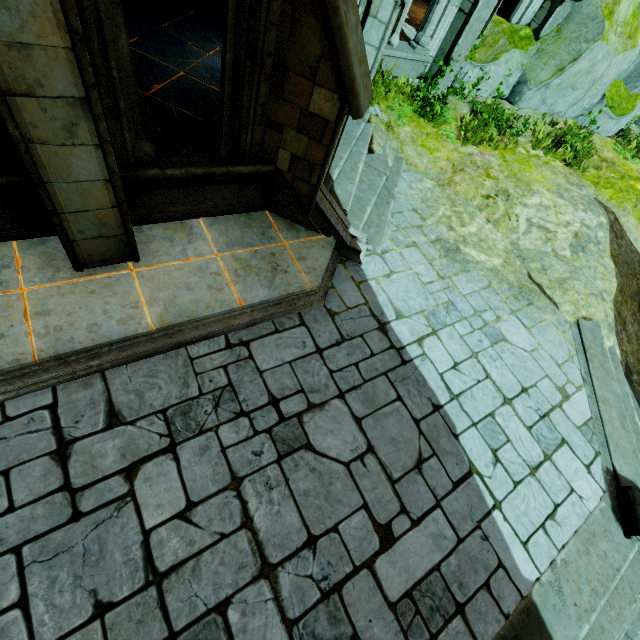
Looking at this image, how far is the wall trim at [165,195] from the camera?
4.1m

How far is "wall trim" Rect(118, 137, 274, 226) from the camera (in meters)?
4.07

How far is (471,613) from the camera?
3.6 meters

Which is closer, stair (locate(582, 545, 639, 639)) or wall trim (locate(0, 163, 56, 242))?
wall trim (locate(0, 163, 56, 242))

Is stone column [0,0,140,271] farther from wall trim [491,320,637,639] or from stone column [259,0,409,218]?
wall trim [491,320,637,639]

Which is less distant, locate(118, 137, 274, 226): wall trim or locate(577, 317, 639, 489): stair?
locate(118, 137, 274, 226): wall trim

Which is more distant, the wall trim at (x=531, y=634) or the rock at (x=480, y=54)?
the rock at (x=480, y=54)

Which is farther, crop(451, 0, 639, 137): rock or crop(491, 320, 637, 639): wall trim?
crop(451, 0, 639, 137): rock
